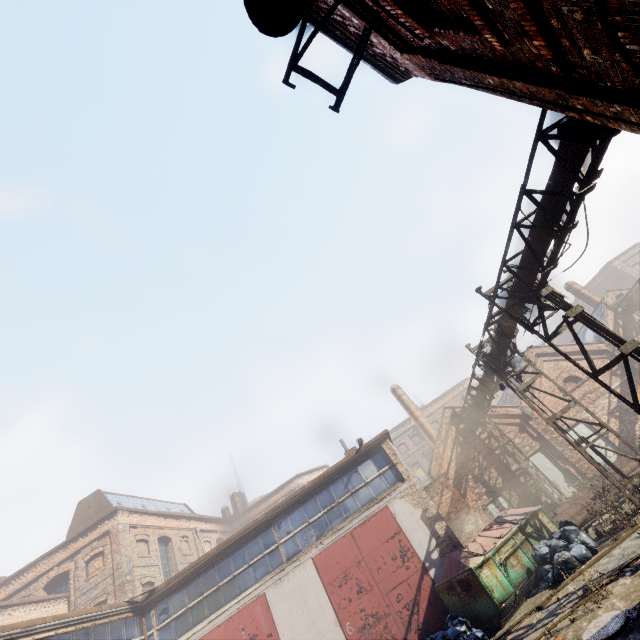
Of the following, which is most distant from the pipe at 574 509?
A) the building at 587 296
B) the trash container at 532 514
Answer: the building at 587 296

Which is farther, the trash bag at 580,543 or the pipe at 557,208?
the trash bag at 580,543

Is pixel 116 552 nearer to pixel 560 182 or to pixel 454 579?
pixel 454 579

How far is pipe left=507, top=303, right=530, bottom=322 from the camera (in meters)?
9.72

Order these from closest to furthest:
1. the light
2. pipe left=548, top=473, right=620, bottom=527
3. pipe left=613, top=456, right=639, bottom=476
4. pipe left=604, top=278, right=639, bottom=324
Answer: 1. the light
2. pipe left=548, top=473, right=620, bottom=527
3. pipe left=613, top=456, right=639, bottom=476
4. pipe left=604, top=278, right=639, bottom=324

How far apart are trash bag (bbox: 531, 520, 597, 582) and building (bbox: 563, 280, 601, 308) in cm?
1951

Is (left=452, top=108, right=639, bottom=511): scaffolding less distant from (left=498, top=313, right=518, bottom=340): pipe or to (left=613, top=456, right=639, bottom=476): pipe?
(left=498, top=313, right=518, bottom=340): pipe

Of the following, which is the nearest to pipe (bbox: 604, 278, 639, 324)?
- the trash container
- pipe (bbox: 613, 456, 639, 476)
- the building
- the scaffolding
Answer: the scaffolding
